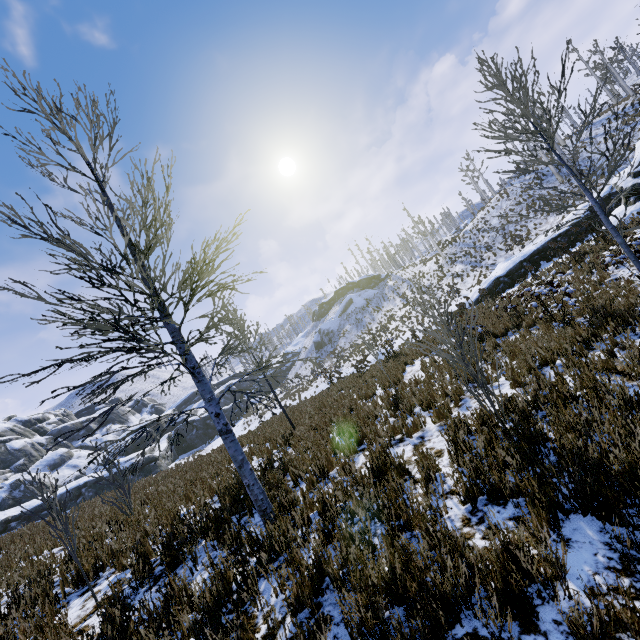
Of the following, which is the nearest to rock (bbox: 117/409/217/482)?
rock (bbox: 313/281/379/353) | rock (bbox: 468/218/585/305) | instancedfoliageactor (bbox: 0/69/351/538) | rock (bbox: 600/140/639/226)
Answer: rock (bbox: 313/281/379/353)

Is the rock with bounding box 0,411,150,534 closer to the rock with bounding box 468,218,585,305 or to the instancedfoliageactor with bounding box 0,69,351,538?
the instancedfoliageactor with bounding box 0,69,351,538

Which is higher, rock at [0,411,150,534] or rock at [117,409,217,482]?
rock at [0,411,150,534]

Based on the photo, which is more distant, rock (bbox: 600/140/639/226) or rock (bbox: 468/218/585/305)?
rock (bbox: 468/218/585/305)

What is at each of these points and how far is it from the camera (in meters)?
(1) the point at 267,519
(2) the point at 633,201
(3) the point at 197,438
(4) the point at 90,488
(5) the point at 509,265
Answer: (1) instancedfoliageactor, 4.52
(2) rock, 15.29
(3) rock, 47.09
(4) rock, 33.88
(5) rock, 21.45

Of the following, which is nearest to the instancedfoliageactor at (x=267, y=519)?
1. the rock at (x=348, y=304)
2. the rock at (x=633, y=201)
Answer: the rock at (x=633, y=201)

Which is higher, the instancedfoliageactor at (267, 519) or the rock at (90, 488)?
the rock at (90, 488)

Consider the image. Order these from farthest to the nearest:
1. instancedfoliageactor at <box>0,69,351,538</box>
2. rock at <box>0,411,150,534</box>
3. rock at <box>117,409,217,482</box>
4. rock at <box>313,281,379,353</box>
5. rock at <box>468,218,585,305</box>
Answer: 1. rock at <box>313,281,379,353</box>
2. rock at <box>117,409,217,482</box>
3. rock at <box>0,411,150,534</box>
4. rock at <box>468,218,585,305</box>
5. instancedfoliageactor at <box>0,69,351,538</box>
